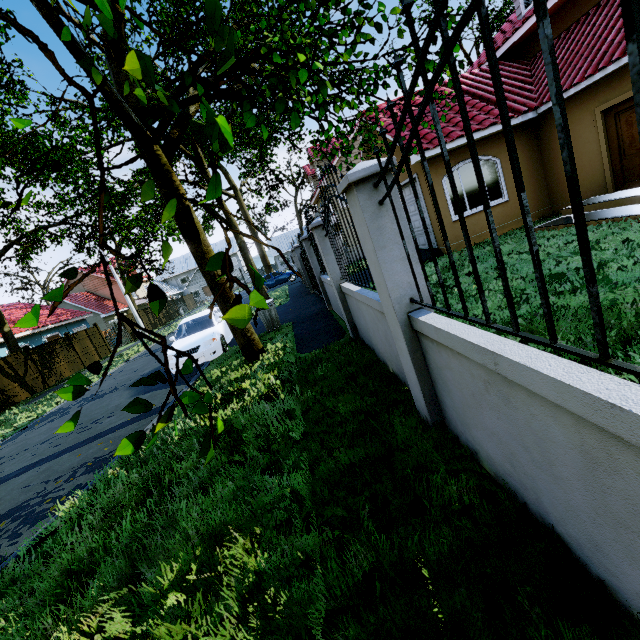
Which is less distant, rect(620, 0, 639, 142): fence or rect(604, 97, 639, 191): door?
rect(620, 0, 639, 142): fence

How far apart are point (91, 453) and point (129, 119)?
6.00m

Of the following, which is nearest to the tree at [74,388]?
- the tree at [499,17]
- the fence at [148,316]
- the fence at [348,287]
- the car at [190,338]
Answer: the fence at [348,287]

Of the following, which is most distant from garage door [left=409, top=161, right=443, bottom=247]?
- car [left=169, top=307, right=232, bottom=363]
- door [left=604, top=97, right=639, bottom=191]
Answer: car [left=169, top=307, right=232, bottom=363]

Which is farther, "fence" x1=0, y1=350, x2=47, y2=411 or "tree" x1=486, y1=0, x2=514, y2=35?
"tree" x1=486, y1=0, x2=514, y2=35

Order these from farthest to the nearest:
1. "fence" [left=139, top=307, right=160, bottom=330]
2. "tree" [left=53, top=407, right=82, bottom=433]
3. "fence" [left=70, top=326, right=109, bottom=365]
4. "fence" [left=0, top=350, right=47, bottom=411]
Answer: "fence" [left=139, top=307, right=160, bottom=330]
"fence" [left=70, top=326, right=109, bottom=365]
"fence" [left=0, top=350, right=47, bottom=411]
"tree" [left=53, top=407, right=82, bottom=433]

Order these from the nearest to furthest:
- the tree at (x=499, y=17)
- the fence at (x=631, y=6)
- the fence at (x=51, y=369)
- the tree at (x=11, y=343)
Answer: the fence at (x=631, y=6)
the tree at (x=11, y=343)
the fence at (x=51, y=369)
the tree at (x=499, y=17)

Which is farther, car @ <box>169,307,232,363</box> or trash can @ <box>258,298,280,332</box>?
trash can @ <box>258,298,280,332</box>
